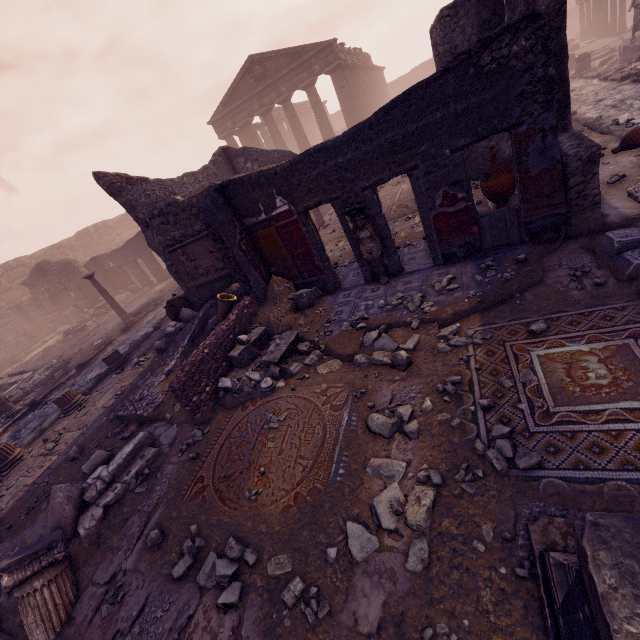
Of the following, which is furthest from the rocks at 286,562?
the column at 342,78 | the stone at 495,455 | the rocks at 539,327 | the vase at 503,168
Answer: the column at 342,78

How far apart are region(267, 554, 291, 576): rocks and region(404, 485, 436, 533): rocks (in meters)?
0.45

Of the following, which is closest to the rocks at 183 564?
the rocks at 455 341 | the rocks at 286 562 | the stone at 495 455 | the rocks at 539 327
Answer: the rocks at 286 562

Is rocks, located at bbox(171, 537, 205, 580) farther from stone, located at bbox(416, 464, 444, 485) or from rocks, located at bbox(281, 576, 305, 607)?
stone, located at bbox(416, 464, 444, 485)

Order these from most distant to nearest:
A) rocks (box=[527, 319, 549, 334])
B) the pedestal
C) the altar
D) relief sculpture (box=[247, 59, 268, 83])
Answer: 1. the altar
2. relief sculpture (box=[247, 59, 268, 83])
3. rocks (box=[527, 319, 549, 334])
4. the pedestal

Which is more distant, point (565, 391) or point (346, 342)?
point (346, 342)

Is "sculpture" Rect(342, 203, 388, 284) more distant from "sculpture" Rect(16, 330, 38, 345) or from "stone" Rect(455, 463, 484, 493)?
"sculpture" Rect(16, 330, 38, 345)

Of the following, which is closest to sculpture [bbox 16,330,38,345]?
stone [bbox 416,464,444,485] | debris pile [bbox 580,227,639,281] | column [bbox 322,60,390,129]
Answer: stone [bbox 416,464,444,485]
